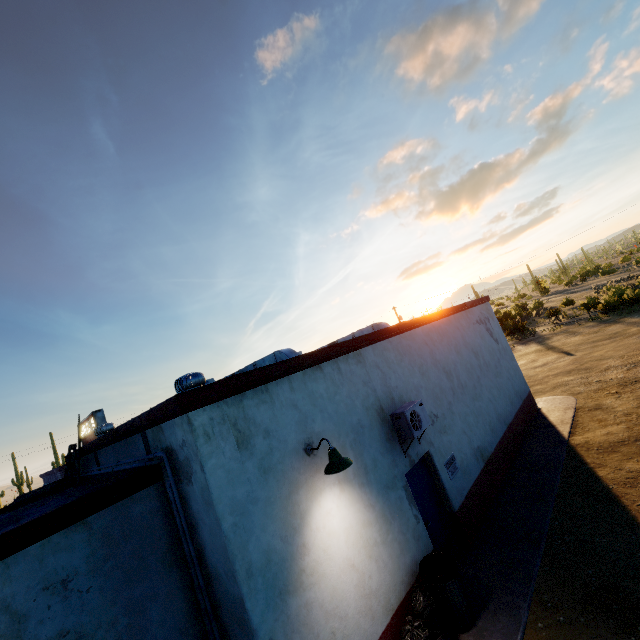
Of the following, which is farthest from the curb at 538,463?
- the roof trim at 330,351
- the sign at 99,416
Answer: the sign at 99,416

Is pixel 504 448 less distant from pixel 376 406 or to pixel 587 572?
pixel 587 572

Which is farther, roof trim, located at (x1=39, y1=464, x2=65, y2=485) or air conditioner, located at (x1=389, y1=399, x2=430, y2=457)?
roof trim, located at (x1=39, y1=464, x2=65, y2=485)

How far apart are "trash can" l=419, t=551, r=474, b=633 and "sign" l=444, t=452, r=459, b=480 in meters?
1.8

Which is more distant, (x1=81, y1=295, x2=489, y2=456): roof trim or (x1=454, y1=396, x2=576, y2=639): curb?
(x1=454, y1=396, x2=576, y2=639): curb

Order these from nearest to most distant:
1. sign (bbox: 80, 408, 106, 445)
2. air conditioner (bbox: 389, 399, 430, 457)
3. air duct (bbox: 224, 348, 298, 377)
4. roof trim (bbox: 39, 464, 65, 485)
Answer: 1. air conditioner (bbox: 389, 399, 430, 457)
2. air duct (bbox: 224, 348, 298, 377)
3. roof trim (bbox: 39, 464, 65, 485)
4. sign (bbox: 80, 408, 106, 445)

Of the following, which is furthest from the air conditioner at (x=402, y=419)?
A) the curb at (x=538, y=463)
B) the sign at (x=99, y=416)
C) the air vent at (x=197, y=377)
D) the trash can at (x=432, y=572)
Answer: the sign at (x=99, y=416)

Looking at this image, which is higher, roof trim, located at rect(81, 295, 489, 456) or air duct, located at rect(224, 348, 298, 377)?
air duct, located at rect(224, 348, 298, 377)
